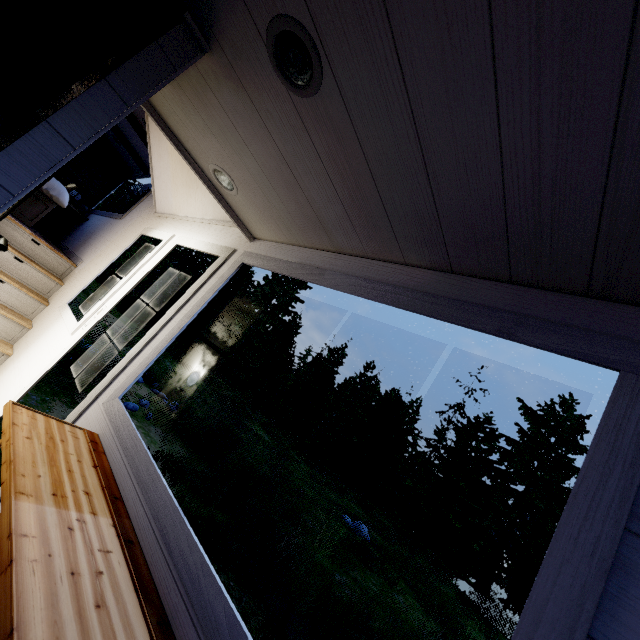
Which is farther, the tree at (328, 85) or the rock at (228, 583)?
the rock at (228, 583)

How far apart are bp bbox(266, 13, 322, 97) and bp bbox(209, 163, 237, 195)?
0.8 meters

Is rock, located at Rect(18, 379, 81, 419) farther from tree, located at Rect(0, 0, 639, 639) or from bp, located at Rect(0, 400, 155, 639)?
bp, located at Rect(0, 400, 155, 639)

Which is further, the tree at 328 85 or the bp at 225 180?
the bp at 225 180

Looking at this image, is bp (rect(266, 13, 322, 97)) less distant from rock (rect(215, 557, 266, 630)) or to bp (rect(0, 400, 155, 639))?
bp (rect(0, 400, 155, 639))

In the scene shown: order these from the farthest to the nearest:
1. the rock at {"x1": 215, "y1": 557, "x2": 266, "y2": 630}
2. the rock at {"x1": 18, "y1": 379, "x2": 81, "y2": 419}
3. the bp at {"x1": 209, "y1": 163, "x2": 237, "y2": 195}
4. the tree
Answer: the rock at {"x1": 18, "y1": 379, "x2": 81, "y2": 419}, the rock at {"x1": 215, "y1": 557, "x2": 266, "y2": 630}, the bp at {"x1": 209, "y1": 163, "x2": 237, "y2": 195}, the tree

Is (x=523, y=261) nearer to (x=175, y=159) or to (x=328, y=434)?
(x=175, y=159)

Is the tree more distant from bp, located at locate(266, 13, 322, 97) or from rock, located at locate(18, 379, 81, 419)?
rock, located at locate(18, 379, 81, 419)
